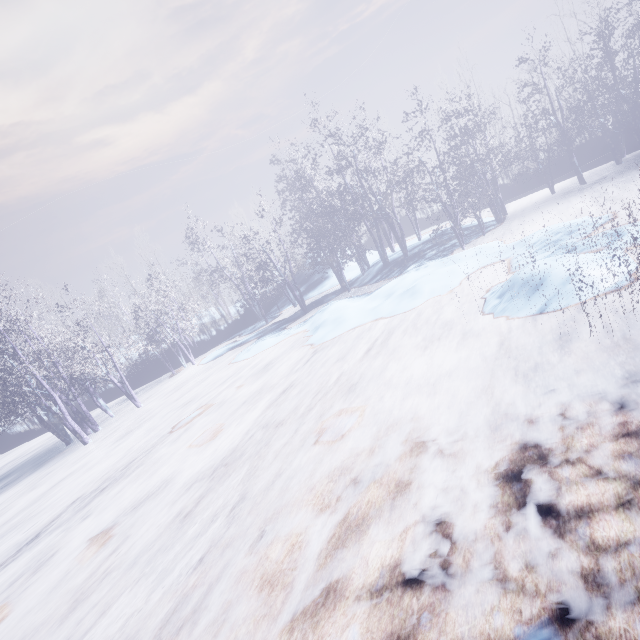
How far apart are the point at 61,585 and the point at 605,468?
7.98m
